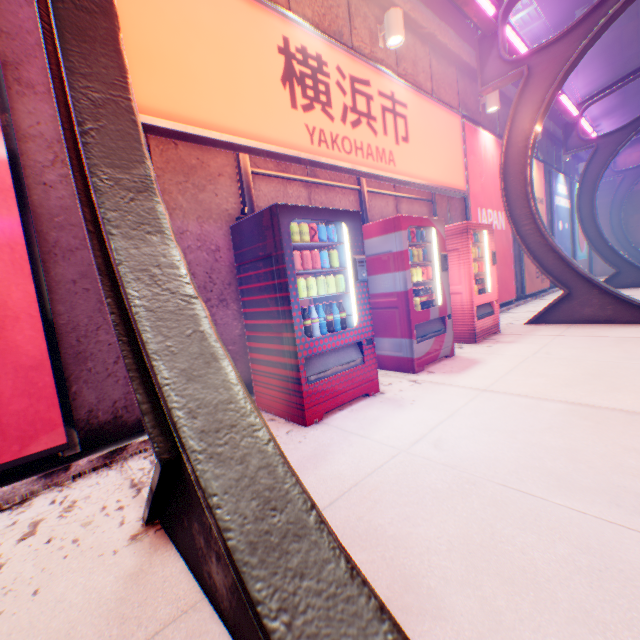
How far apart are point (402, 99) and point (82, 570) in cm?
676

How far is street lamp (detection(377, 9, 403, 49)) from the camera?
5.0 meters

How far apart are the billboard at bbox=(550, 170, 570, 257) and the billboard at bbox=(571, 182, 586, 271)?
0.83m

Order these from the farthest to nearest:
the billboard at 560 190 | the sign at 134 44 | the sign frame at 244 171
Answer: the billboard at 560 190
the sign frame at 244 171
the sign at 134 44

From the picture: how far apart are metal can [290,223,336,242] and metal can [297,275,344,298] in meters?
0.4 m

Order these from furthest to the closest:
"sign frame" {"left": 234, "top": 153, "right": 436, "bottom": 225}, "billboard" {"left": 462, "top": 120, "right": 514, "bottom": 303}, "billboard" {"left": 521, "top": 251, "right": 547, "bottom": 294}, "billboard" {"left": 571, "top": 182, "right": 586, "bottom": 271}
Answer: "billboard" {"left": 571, "top": 182, "right": 586, "bottom": 271}
"billboard" {"left": 521, "top": 251, "right": 547, "bottom": 294}
"billboard" {"left": 462, "top": 120, "right": 514, "bottom": 303}
"sign frame" {"left": 234, "top": 153, "right": 436, "bottom": 225}

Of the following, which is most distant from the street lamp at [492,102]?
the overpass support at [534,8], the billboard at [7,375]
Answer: the overpass support at [534,8]

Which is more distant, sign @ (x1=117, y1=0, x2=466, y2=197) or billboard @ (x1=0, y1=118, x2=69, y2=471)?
sign @ (x1=117, y1=0, x2=466, y2=197)
